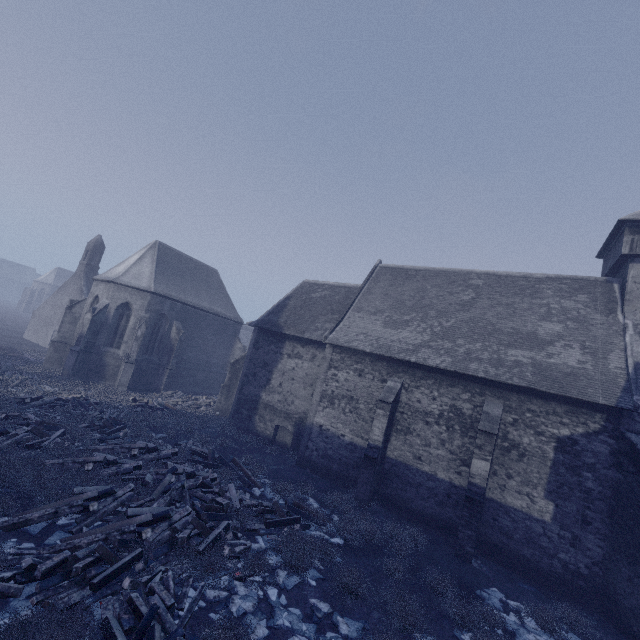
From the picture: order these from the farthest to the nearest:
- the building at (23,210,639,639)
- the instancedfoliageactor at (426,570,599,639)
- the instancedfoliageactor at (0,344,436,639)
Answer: the building at (23,210,639,639)
the instancedfoliageactor at (426,570,599,639)
the instancedfoliageactor at (0,344,436,639)

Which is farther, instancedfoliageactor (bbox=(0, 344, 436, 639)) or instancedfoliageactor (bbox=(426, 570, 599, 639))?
instancedfoliageactor (bbox=(426, 570, 599, 639))

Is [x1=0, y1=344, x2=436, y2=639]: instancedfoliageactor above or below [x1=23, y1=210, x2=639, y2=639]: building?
below

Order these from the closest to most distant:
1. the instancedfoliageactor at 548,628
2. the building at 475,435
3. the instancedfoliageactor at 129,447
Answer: the instancedfoliageactor at 129,447 → the instancedfoliageactor at 548,628 → the building at 475,435

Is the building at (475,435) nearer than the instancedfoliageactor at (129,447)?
No

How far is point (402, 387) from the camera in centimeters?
1572cm

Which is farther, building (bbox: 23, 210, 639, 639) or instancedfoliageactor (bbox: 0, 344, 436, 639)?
building (bbox: 23, 210, 639, 639)
